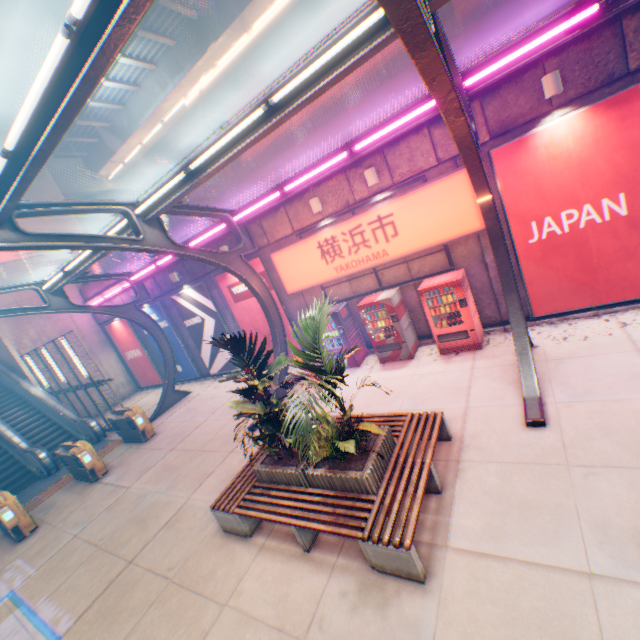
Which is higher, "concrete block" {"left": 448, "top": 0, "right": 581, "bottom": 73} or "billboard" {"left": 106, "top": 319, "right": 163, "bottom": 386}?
"concrete block" {"left": 448, "top": 0, "right": 581, "bottom": 73}

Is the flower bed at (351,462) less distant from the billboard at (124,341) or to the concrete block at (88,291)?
the concrete block at (88,291)

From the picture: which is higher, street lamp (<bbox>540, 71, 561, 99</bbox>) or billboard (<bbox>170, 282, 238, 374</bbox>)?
street lamp (<bbox>540, 71, 561, 99</bbox>)

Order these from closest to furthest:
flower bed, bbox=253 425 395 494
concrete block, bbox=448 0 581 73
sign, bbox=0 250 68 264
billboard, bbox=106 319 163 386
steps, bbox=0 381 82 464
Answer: flower bed, bbox=253 425 395 494, concrete block, bbox=448 0 581 73, steps, bbox=0 381 82 464, sign, bbox=0 250 68 264, billboard, bbox=106 319 163 386

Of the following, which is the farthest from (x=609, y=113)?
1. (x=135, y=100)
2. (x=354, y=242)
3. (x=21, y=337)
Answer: (x=21, y=337)

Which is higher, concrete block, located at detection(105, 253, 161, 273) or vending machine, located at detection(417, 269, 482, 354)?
concrete block, located at detection(105, 253, 161, 273)

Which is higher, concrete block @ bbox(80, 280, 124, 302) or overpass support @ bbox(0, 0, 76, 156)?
overpass support @ bbox(0, 0, 76, 156)

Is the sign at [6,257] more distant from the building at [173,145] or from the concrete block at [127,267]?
the building at [173,145]
